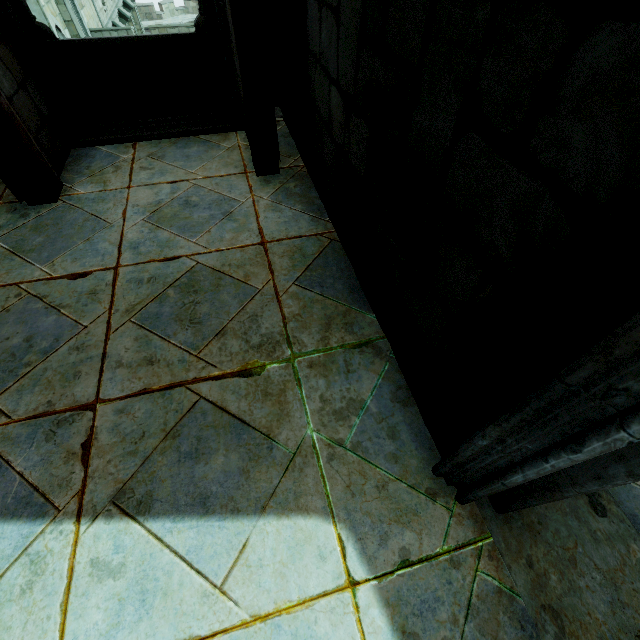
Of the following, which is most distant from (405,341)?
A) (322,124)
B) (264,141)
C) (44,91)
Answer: (44,91)
